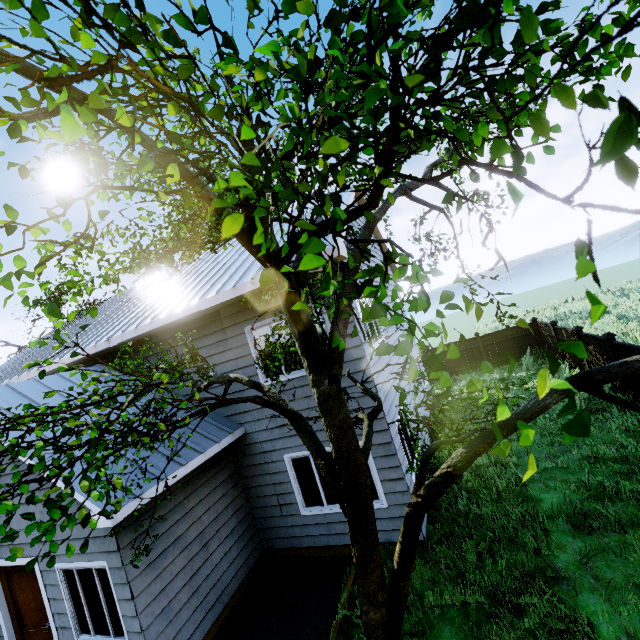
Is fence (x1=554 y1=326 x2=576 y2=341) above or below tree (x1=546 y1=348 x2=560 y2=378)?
below

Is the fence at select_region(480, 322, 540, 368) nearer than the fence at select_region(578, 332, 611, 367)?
No

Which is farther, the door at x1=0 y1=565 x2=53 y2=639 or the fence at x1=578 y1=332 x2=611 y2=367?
the fence at x1=578 y1=332 x2=611 y2=367

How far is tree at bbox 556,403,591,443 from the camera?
0.6m

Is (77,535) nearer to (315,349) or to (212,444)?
(212,444)

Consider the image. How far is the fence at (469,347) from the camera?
17.5 meters

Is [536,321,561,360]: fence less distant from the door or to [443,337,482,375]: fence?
the door

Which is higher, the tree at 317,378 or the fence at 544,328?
the tree at 317,378
